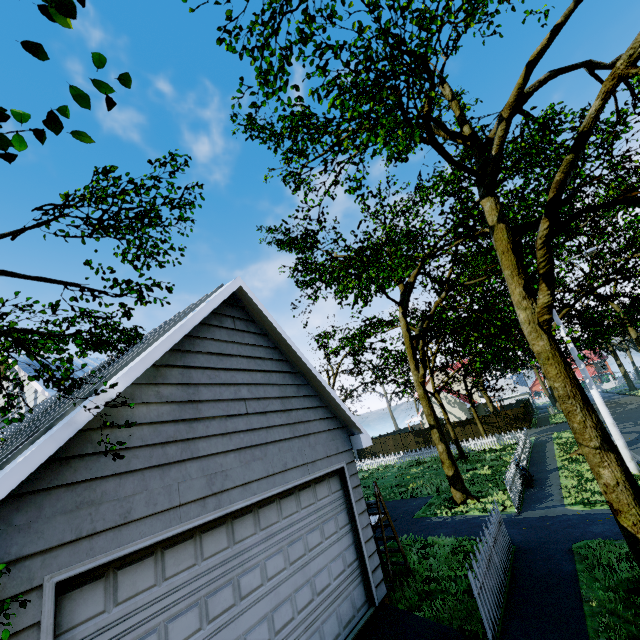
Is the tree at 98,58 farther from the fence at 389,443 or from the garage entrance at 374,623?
the garage entrance at 374,623

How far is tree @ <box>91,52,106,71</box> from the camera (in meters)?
0.89

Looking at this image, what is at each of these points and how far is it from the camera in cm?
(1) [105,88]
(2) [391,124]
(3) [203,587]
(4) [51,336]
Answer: (1) tree, 97
(2) tree, 621
(3) garage door, 385
(4) tree, 368

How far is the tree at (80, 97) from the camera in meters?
0.9 m

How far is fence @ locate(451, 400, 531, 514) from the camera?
11.8 meters

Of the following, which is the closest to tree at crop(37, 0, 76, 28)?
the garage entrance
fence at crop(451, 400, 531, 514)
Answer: fence at crop(451, 400, 531, 514)

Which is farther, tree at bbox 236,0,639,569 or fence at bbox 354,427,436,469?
fence at bbox 354,427,436,469

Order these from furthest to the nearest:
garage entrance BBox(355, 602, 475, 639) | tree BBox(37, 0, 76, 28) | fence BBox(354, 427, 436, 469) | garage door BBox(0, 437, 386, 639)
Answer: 1. fence BBox(354, 427, 436, 469)
2. garage entrance BBox(355, 602, 475, 639)
3. garage door BBox(0, 437, 386, 639)
4. tree BBox(37, 0, 76, 28)
